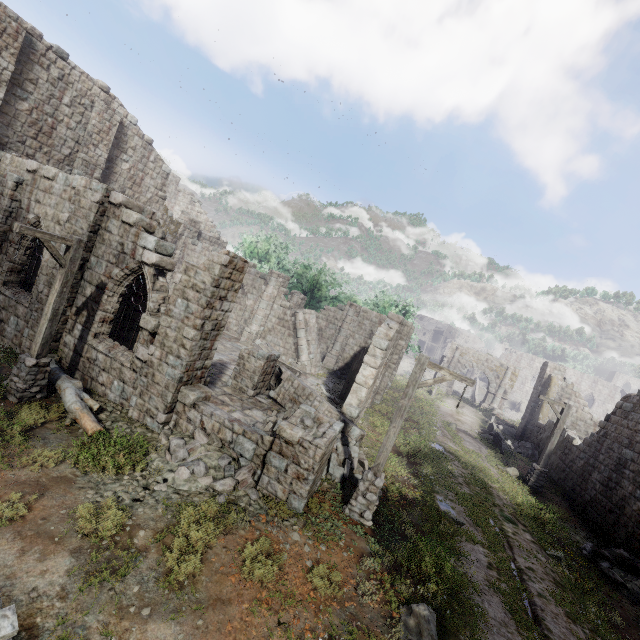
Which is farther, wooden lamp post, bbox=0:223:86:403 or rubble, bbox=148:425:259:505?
wooden lamp post, bbox=0:223:86:403

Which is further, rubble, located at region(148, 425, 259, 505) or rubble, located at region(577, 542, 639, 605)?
rubble, located at region(577, 542, 639, 605)

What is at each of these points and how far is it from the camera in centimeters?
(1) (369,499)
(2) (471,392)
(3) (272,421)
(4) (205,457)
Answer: (1) wooden lamp post, 858cm
(2) bridge, 4738cm
(3) rubble, 1237cm
(4) rubble, 838cm

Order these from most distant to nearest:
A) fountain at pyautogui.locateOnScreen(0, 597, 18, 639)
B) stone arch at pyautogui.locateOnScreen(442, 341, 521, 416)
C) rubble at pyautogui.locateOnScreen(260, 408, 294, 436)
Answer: stone arch at pyautogui.locateOnScreen(442, 341, 521, 416) < rubble at pyautogui.locateOnScreen(260, 408, 294, 436) < fountain at pyautogui.locateOnScreen(0, 597, 18, 639)

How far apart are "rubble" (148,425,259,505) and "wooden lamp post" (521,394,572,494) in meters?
15.0 m

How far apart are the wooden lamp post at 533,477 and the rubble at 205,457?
14.99m

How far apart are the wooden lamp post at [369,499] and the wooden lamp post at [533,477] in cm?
1157

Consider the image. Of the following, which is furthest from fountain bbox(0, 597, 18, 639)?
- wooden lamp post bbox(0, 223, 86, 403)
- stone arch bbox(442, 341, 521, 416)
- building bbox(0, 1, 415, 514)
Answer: stone arch bbox(442, 341, 521, 416)
